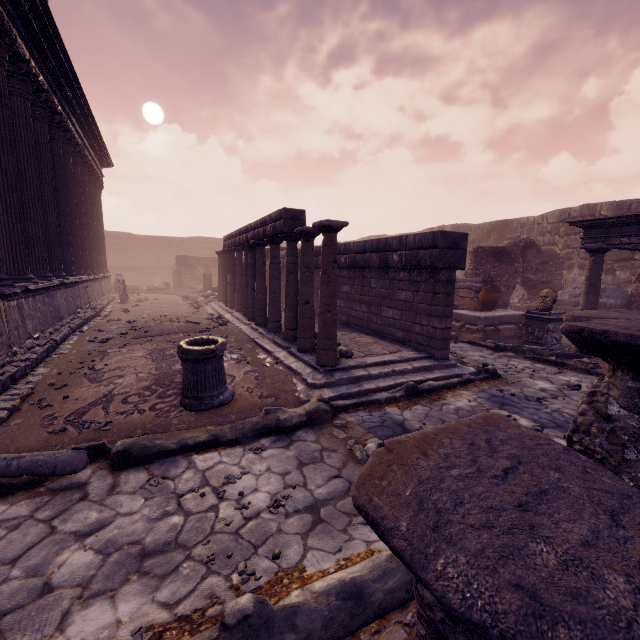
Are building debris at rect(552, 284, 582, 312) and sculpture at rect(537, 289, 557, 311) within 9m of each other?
yes

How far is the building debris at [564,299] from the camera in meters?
12.1 m

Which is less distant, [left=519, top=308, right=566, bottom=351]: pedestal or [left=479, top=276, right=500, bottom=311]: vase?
[left=519, top=308, right=566, bottom=351]: pedestal

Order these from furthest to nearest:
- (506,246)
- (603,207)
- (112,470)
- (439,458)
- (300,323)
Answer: (603,207)
(506,246)
(300,323)
(112,470)
(439,458)

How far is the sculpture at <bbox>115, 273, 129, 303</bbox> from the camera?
16.33m

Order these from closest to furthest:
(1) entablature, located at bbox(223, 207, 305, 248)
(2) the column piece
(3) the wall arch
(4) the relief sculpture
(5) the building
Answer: (2) the column piece
(5) the building
(1) entablature, located at bbox(223, 207, 305, 248)
(3) the wall arch
(4) the relief sculpture

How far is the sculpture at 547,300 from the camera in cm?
938

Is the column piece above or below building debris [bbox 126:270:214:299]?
below
